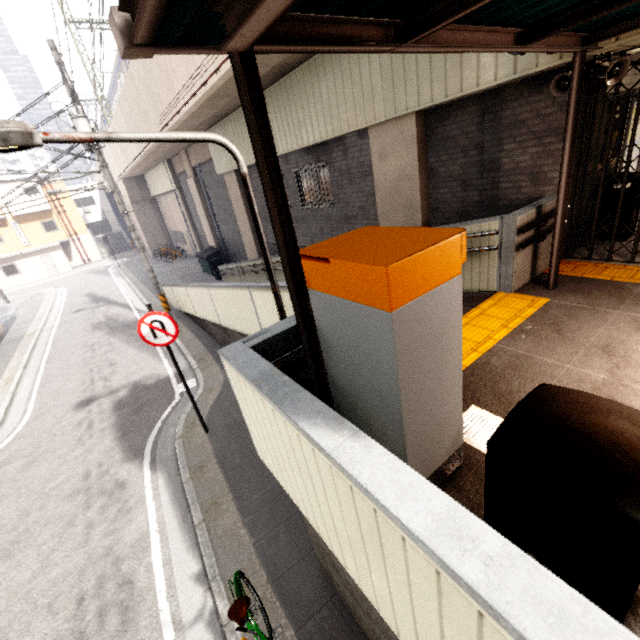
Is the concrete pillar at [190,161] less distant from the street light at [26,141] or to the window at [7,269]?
the street light at [26,141]

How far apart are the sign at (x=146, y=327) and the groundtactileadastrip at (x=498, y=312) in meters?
3.8 m

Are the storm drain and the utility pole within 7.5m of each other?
no

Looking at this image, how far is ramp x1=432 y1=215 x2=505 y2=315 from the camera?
4.93m

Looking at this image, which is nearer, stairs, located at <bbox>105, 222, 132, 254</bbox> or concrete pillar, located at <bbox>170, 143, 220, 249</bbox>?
concrete pillar, located at <bbox>170, 143, 220, 249</bbox>

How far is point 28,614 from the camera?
4.4m

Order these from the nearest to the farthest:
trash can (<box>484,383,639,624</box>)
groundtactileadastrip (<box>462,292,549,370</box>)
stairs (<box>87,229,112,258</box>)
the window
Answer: trash can (<box>484,383,639,624</box>), groundtactileadastrip (<box>462,292,549,370</box>), the window, stairs (<box>87,229,112,258</box>)

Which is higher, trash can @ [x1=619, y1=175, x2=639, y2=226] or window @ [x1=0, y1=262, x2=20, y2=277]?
trash can @ [x1=619, y1=175, x2=639, y2=226]
